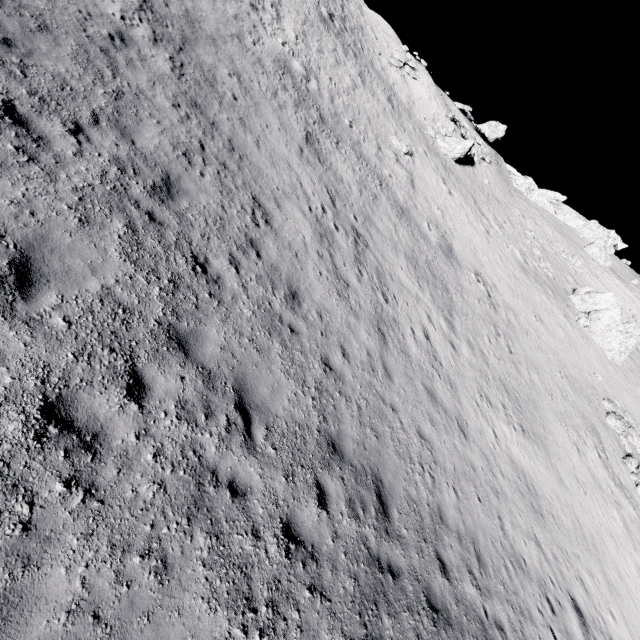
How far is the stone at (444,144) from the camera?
31.4m

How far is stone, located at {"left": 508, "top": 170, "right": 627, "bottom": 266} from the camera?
41.5m

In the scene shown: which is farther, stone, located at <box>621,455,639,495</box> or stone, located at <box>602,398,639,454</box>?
stone, located at <box>602,398,639,454</box>

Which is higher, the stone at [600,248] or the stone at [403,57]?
the stone at [600,248]

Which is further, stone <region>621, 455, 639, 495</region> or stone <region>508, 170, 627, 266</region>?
stone <region>508, 170, 627, 266</region>

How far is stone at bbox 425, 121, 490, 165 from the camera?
31.4m

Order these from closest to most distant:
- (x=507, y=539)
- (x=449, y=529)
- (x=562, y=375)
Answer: (x=449, y=529) < (x=507, y=539) < (x=562, y=375)

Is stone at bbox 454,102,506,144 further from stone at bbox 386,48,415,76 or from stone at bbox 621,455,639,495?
stone at bbox 621,455,639,495
